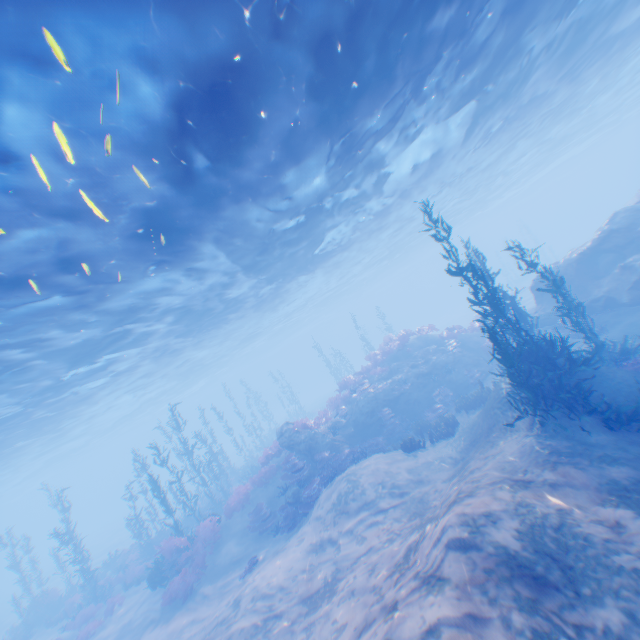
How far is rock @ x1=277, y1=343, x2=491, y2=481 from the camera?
17.25m

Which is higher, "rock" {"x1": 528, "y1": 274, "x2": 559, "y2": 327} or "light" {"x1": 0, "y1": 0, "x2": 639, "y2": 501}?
"light" {"x1": 0, "y1": 0, "x2": 639, "y2": 501}

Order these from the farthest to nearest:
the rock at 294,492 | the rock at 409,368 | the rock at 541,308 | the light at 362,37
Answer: the rock at 541,308 < the rock at 409,368 < the rock at 294,492 < the light at 362,37

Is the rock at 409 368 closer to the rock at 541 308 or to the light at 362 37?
the rock at 541 308

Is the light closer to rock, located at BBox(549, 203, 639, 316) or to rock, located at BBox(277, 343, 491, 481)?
rock, located at BBox(549, 203, 639, 316)

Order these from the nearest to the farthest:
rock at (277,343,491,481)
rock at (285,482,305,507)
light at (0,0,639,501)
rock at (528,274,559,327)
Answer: light at (0,0,639,501)
rock at (285,482,305,507)
rock at (277,343,491,481)
rock at (528,274,559,327)

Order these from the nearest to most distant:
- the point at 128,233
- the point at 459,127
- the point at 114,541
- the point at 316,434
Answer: the point at 128,233
the point at 459,127
the point at 316,434
the point at 114,541

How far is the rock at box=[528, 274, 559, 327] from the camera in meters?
18.0 m
